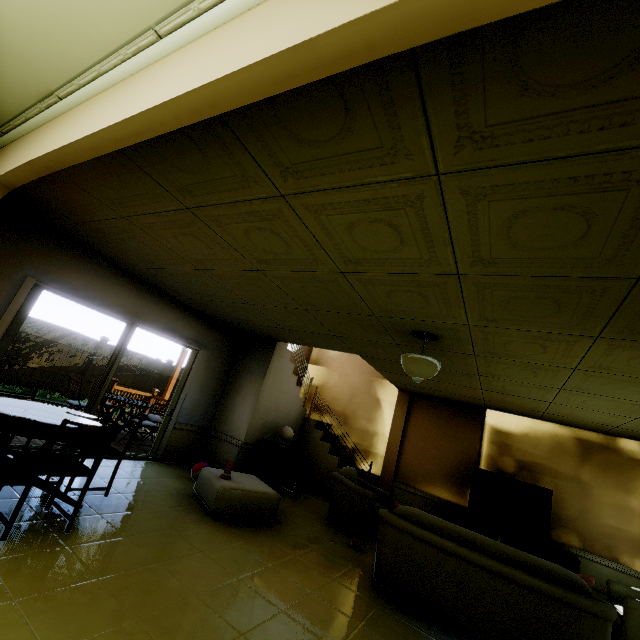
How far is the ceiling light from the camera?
3.6 meters

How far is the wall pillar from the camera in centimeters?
752cm

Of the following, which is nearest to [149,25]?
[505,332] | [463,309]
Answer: [463,309]

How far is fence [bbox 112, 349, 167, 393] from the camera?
13.55m

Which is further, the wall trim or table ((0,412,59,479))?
table ((0,412,59,479))

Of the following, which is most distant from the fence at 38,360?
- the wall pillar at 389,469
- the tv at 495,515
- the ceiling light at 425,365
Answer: the tv at 495,515

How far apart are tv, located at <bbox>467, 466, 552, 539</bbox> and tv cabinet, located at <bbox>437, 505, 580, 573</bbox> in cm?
5

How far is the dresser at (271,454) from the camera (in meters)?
6.16
